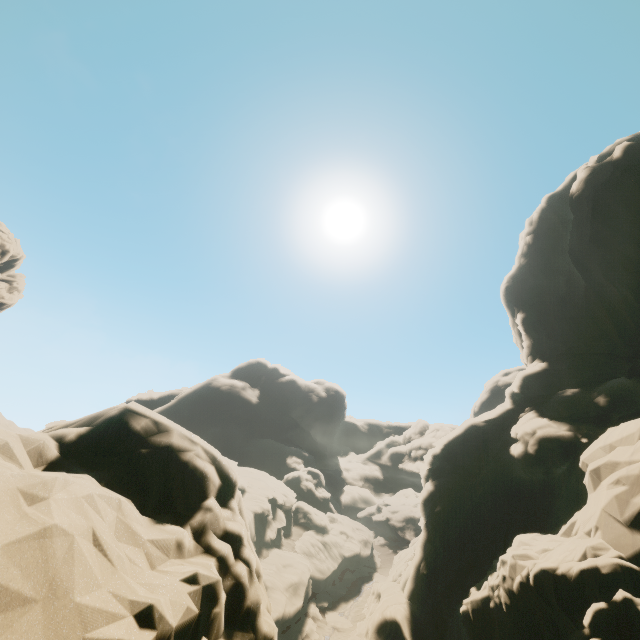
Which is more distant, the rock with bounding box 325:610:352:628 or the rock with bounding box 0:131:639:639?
the rock with bounding box 325:610:352:628

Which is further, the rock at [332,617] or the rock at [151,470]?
the rock at [332,617]

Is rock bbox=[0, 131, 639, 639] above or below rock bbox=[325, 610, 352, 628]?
above

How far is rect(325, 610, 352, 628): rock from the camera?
31.5 meters

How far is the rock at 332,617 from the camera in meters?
31.5

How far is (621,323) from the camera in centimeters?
2619cm
